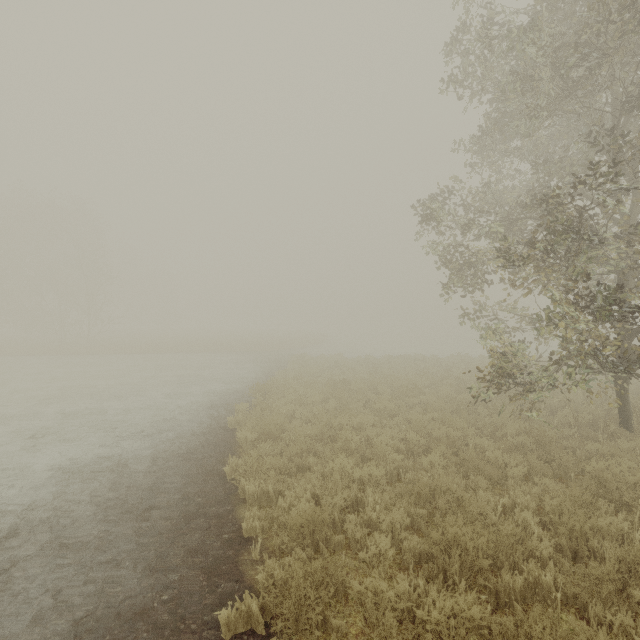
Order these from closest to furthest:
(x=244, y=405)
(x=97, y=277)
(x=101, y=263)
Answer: (x=244, y=405) → (x=97, y=277) → (x=101, y=263)
